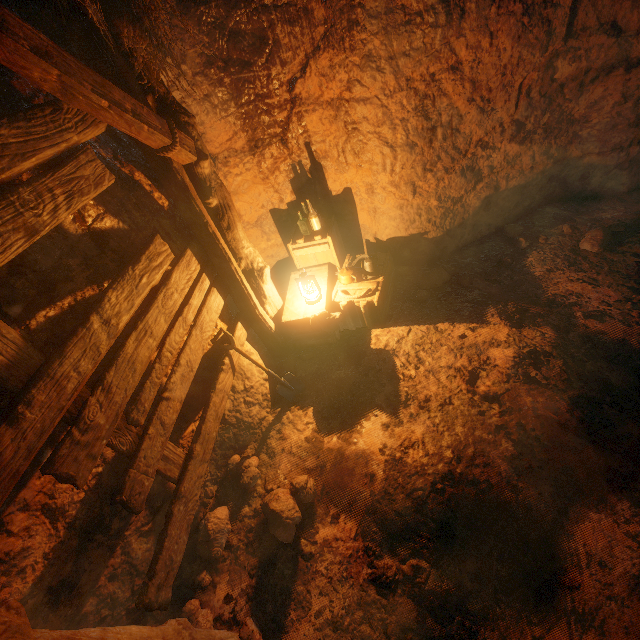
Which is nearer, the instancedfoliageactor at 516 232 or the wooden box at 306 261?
the wooden box at 306 261

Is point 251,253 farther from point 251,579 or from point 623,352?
point 623,352

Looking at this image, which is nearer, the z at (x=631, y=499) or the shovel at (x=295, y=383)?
the z at (x=631, y=499)

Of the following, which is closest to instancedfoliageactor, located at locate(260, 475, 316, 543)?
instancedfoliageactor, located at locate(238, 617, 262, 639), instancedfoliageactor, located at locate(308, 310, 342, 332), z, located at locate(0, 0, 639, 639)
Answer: z, located at locate(0, 0, 639, 639)

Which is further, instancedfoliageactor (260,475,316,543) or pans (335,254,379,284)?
pans (335,254,379,284)

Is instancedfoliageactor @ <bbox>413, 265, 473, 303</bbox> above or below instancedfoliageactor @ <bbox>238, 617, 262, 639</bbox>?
above

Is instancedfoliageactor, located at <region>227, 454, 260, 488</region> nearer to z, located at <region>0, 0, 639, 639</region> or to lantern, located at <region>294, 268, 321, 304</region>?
z, located at <region>0, 0, 639, 639</region>

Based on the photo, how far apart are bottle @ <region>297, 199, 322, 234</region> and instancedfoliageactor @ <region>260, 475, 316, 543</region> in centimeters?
314cm
